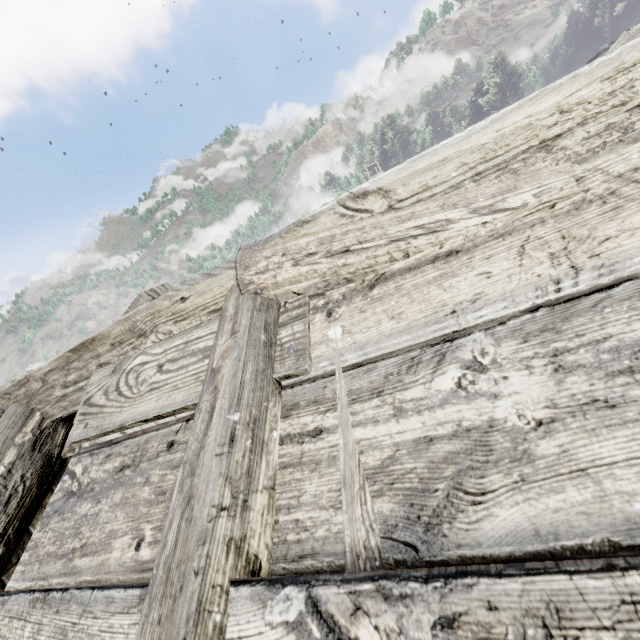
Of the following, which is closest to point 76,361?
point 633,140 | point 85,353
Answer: point 85,353
